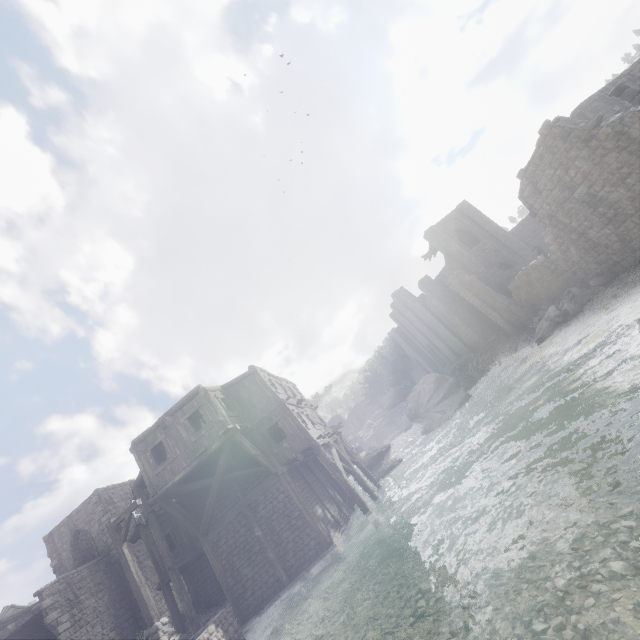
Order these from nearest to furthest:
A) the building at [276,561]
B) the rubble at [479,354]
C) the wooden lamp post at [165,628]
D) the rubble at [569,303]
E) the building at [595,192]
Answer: the wooden lamp post at [165,628], the building at [595,192], the building at [276,561], the rubble at [569,303], the rubble at [479,354]

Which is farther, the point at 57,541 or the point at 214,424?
the point at 57,541

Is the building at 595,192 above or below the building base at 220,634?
above

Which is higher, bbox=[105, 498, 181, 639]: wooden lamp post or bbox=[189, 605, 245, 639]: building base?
bbox=[105, 498, 181, 639]: wooden lamp post

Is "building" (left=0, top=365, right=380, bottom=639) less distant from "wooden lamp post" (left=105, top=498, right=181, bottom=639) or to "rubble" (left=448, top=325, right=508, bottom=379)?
"rubble" (left=448, top=325, right=508, bottom=379)

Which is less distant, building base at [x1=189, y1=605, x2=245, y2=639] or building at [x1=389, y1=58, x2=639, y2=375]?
building base at [x1=189, y1=605, x2=245, y2=639]

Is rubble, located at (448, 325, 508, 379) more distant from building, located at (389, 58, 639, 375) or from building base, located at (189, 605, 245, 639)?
building base, located at (189, 605, 245, 639)

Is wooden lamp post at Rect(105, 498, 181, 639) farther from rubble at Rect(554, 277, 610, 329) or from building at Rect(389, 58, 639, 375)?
rubble at Rect(554, 277, 610, 329)
